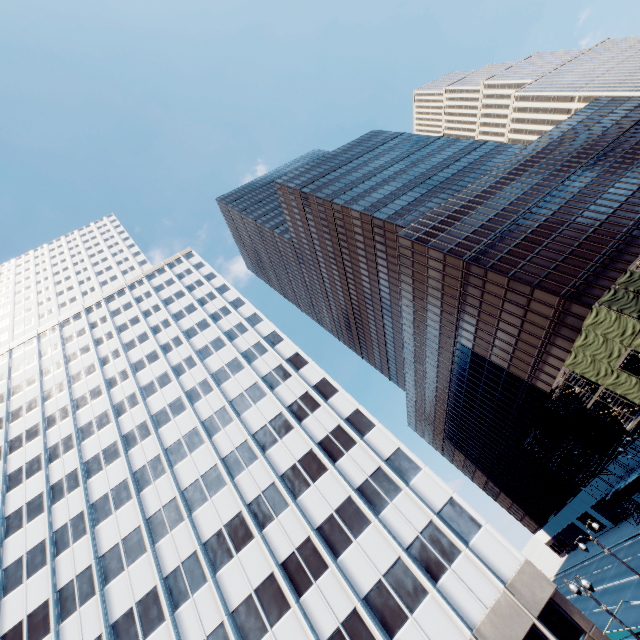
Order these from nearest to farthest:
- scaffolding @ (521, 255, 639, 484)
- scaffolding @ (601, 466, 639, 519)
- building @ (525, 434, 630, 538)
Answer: scaffolding @ (521, 255, 639, 484)
scaffolding @ (601, 466, 639, 519)
building @ (525, 434, 630, 538)

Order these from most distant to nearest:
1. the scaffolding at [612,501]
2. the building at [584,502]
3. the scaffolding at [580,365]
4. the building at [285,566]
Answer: the building at [584,502]
the scaffolding at [612,501]
the scaffolding at [580,365]
the building at [285,566]

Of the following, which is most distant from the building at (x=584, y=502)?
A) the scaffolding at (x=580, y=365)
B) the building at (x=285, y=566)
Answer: the building at (x=285, y=566)

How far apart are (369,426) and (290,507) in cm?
997

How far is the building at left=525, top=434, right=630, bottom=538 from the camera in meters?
51.2 m

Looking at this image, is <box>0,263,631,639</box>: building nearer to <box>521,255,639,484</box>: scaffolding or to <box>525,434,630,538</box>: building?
<box>521,255,639,484</box>: scaffolding
